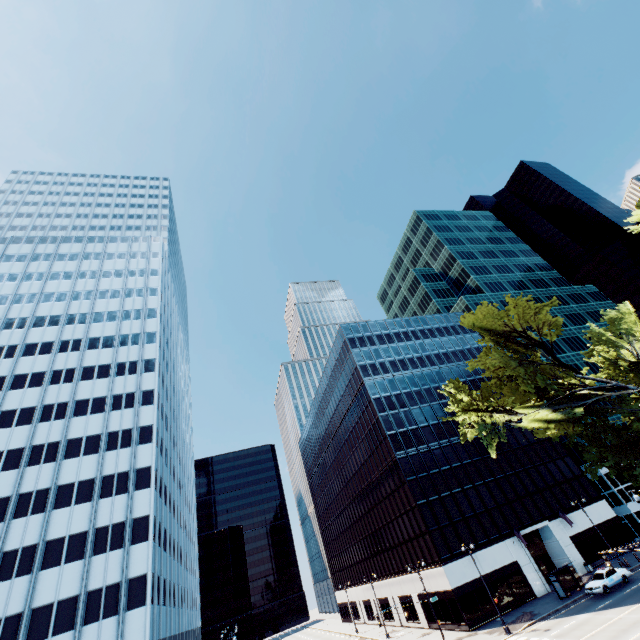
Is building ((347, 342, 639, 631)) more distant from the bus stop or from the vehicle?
the vehicle

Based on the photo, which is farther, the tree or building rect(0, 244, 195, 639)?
building rect(0, 244, 195, 639)

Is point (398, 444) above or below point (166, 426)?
below

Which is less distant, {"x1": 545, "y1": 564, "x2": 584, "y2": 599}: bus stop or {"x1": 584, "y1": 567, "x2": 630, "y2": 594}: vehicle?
{"x1": 584, "y1": 567, "x2": 630, "y2": 594}: vehicle

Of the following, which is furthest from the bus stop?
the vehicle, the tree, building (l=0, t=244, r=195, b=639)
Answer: building (l=0, t=244, r=195, b=639)

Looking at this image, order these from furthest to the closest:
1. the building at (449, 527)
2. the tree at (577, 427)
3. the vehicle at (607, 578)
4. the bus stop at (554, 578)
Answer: the building at (449, 527)
the bus stop at (554, 578)
the vehicle at (607, 578)
the tree at (577, 427)

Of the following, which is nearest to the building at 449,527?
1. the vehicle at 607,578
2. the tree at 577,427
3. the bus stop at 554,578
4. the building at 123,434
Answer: the bus stop at 554,578

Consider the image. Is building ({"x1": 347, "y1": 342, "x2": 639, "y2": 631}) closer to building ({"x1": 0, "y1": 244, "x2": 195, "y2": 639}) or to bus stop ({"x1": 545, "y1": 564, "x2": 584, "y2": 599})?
bus stop ({"x1": 545, "y1": 564, "x2": 584, "y2": 599})
